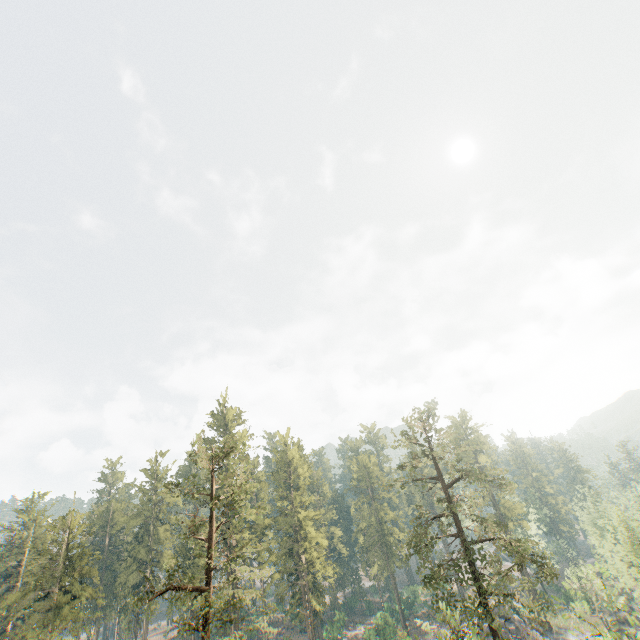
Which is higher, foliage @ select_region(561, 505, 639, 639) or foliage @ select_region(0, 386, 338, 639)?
foliage @ select_region(0, 386, 338, 639)

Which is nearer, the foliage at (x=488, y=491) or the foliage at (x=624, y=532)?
the foliage at (x=624, y=532)

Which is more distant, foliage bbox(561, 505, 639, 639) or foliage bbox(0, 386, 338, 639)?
foliage bbox(0, 386, 338, 639)

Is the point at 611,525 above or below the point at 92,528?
below
